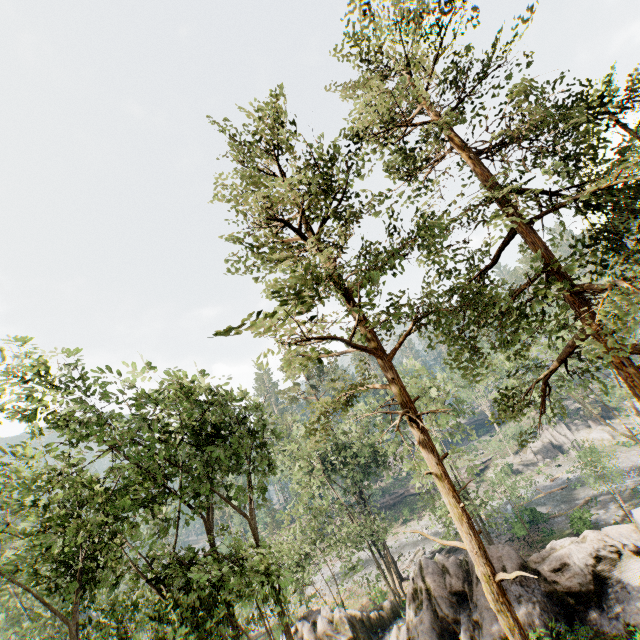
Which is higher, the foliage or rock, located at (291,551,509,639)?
the foliage

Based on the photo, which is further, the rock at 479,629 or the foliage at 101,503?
the rock at 479,629

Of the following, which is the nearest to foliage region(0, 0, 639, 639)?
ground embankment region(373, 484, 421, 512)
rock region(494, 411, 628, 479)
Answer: ground embankment region(373, 484, 421, 512)

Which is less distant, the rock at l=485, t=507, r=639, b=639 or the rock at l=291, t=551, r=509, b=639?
the rock at l=485, t=507, r=639, b=639

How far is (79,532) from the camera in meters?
12.5

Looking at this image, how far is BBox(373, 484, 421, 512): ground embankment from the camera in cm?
5531

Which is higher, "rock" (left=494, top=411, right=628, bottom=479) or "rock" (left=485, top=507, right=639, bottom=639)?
"rock" (left=485, top=507, right=639, bottom=639)

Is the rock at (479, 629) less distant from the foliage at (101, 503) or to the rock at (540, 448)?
the foliage at (101, 503)
